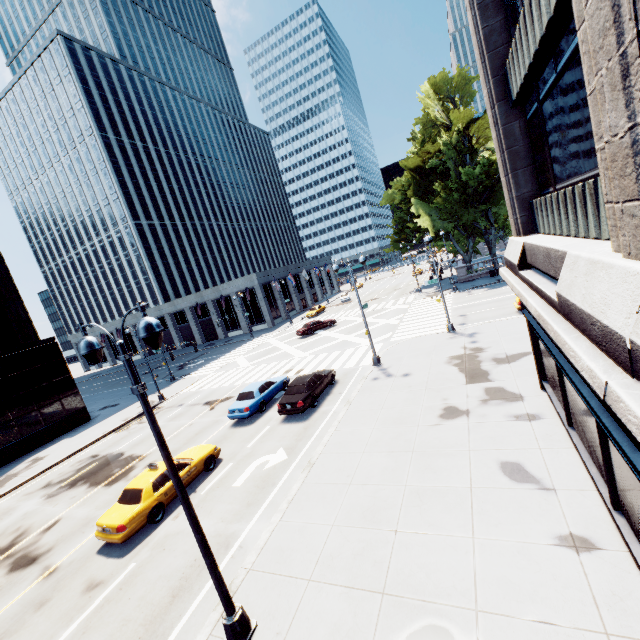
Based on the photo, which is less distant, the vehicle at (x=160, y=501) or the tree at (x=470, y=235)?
the vehicle at (x=160, y=501)

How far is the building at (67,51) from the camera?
58.2 meters

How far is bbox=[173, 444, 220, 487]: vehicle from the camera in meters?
13.6

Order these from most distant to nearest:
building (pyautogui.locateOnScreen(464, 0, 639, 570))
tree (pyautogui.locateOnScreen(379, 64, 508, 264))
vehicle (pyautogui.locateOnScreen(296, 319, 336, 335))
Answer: vehicle (pyautogui.locateOnScreen(296, 319, 336, 335)) < tree (pyautogui.locateOnScreen(379, 64, 508, 264)) < building (pyautogui.locateOnScreen(464, 0, 639, 570))

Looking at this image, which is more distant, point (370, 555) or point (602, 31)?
point (370, 555)

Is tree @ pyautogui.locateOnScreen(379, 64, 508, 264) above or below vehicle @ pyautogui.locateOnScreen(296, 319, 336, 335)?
above

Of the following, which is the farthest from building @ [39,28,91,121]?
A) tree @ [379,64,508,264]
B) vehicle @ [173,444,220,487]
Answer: vehicle @ [173,444,220,487]

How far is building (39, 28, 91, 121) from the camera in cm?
5822
